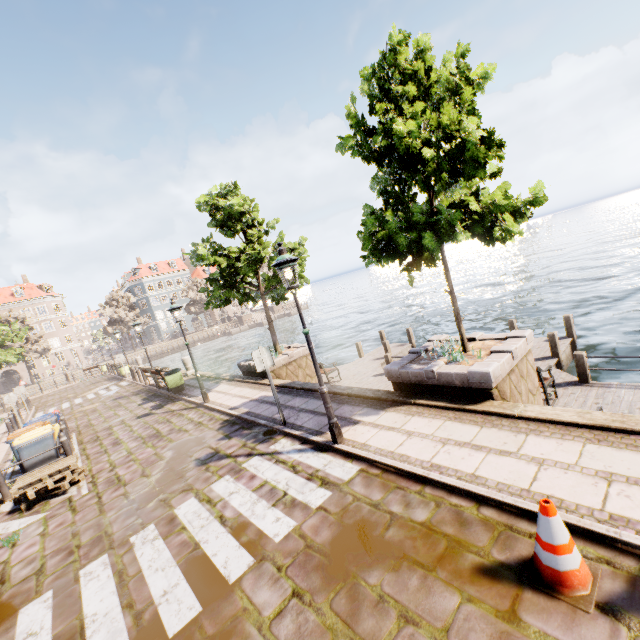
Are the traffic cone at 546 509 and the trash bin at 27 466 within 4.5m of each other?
no

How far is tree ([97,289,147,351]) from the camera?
53.16m

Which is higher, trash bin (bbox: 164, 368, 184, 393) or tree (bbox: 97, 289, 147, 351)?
tree (bbox: 97, 289, 147, 351)

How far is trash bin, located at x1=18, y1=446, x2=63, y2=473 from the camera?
8.60m

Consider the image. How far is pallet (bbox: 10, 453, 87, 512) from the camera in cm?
733

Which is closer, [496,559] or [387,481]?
[496,559]

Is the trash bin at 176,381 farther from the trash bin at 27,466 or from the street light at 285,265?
the street light at 285,265

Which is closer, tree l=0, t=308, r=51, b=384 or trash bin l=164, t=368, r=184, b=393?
trash bin l=164, t=368, r=184, b=393
